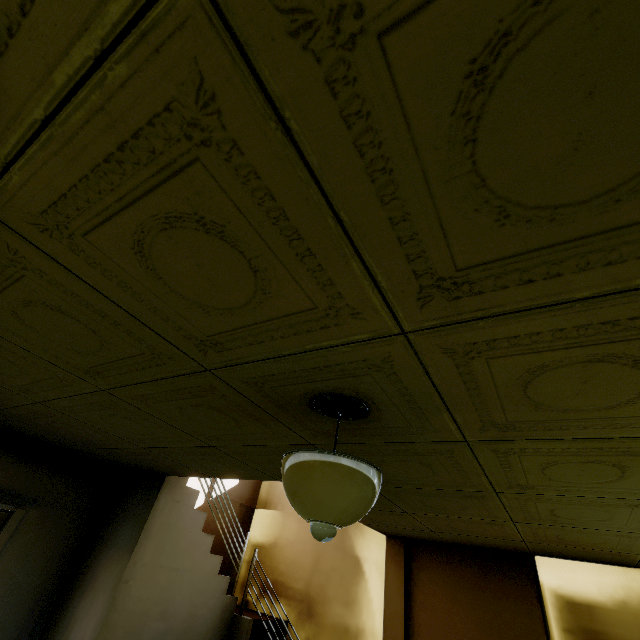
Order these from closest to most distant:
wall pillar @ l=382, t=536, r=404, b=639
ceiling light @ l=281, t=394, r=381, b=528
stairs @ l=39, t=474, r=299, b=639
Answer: ceiling light @ l=281, t=394, r=381, b=528 < stairs @ l=39, t=474, r=299, b=639 < wall pillar @ l=382, t=536, r=404, b=639

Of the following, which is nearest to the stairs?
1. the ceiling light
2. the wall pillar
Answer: the wall pillar

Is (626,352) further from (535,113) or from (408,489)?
(408,489)

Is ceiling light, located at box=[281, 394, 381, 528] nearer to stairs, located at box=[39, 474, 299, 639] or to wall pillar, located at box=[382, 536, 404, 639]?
stairs, located at box=[39, 474, 299, 639]

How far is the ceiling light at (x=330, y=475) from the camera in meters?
1.3

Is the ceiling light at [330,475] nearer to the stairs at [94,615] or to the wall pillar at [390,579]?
the stairs at [94,615]
